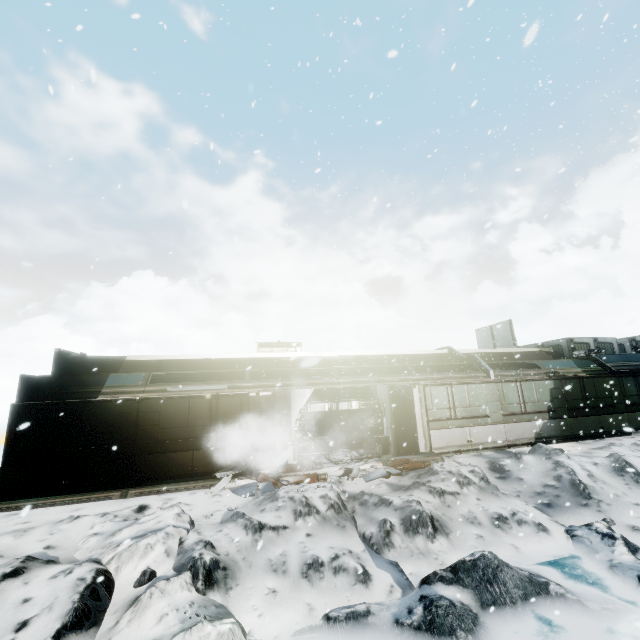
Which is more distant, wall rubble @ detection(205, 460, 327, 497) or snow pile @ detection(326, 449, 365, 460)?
snow pile @ detection(326, 449, 365, 460)

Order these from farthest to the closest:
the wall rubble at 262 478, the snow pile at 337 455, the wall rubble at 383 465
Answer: the snow pile at 337 455, the wall rubble at 383 465, the wall rubble at 262 478

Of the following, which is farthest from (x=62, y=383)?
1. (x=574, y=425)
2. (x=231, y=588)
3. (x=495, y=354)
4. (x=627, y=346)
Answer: (x=627, y=346)

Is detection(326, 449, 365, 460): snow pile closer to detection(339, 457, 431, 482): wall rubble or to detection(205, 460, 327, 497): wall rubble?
detection(205, 460, 327, 497): wall rubble

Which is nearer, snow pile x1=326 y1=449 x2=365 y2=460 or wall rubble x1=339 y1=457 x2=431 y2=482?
wall rubble x1=339 y1=457 x2=431 y2=482

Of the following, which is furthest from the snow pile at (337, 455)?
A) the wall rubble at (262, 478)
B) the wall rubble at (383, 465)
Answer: the wall rubble at (383, 465)

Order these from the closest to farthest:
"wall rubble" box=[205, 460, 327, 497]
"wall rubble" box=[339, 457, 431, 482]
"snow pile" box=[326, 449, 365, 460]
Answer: "wall rubble" box=[205, 460, 327, 497] → "wall rubble" box=[339, 457, 431, 482] → "snow pile" box=[326, 449, 365, 460]

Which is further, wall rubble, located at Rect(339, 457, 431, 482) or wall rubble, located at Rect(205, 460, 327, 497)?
wall rubble, located at Rect(339, 457, 431, 482)
